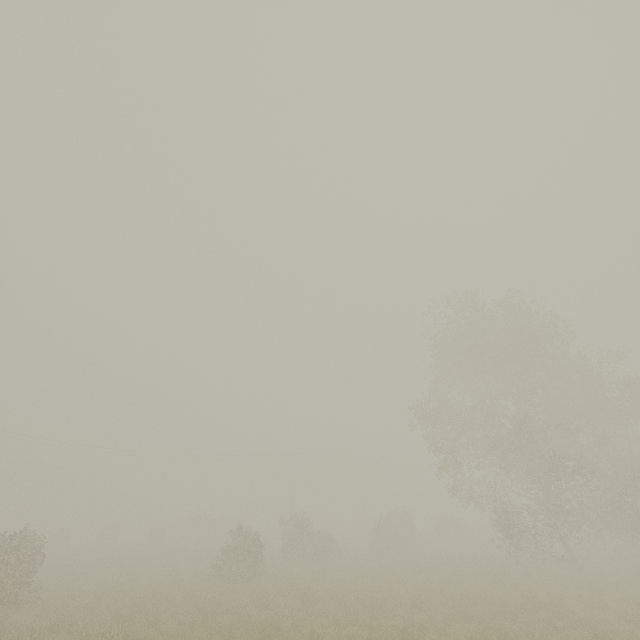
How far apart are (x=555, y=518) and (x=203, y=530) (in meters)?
44.05
